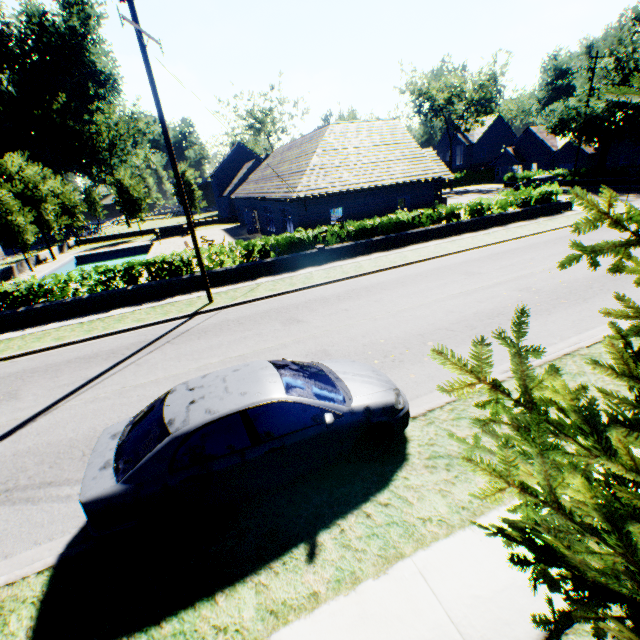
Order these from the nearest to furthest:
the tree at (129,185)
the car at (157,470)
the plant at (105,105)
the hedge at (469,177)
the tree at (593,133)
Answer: the car at (157,470) < the tree at (593,133) < the tree at (129,185) < the plant at (105,105) < the hedge at (469,177)

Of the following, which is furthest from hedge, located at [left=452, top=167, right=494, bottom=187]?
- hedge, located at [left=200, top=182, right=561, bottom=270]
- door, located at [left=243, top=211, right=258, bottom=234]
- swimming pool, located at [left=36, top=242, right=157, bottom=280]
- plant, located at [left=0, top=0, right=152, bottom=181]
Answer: plant, located at [left=0, top=0, right=152, bottom=181]

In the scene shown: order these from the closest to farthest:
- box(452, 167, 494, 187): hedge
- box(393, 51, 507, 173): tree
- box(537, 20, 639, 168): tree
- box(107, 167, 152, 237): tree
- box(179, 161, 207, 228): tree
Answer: box(537, 20, 639, 168): tree
box(107, 167, 152, 237): tree
box(179, 161, 207, 228): tree
box(393, 51, 507, 173): tree
box(452, 167, 494, 187): hedge

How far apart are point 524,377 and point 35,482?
7.8 meters

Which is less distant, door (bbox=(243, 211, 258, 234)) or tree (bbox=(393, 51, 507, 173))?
door (bbox=(243, 211, 258, 234))

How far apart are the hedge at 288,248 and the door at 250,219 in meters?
15.6 m

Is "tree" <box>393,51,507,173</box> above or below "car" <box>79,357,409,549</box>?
above

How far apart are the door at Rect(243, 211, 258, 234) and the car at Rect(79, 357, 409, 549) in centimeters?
2740cm
